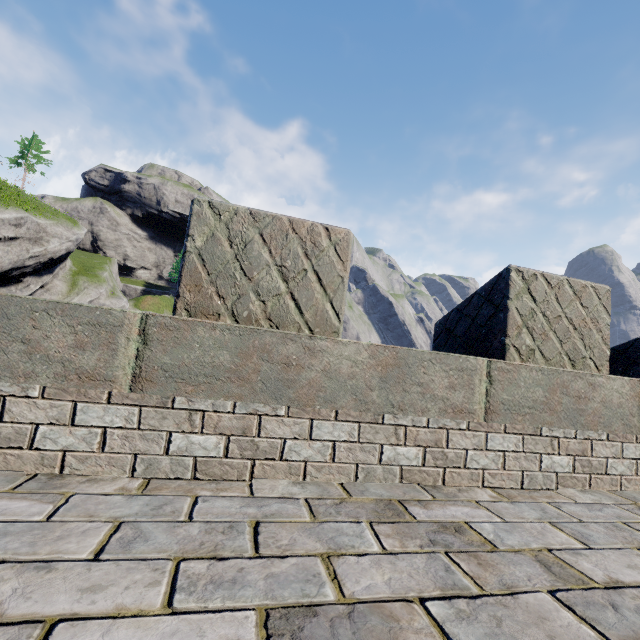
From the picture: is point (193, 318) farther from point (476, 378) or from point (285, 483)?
point (476, 378)
